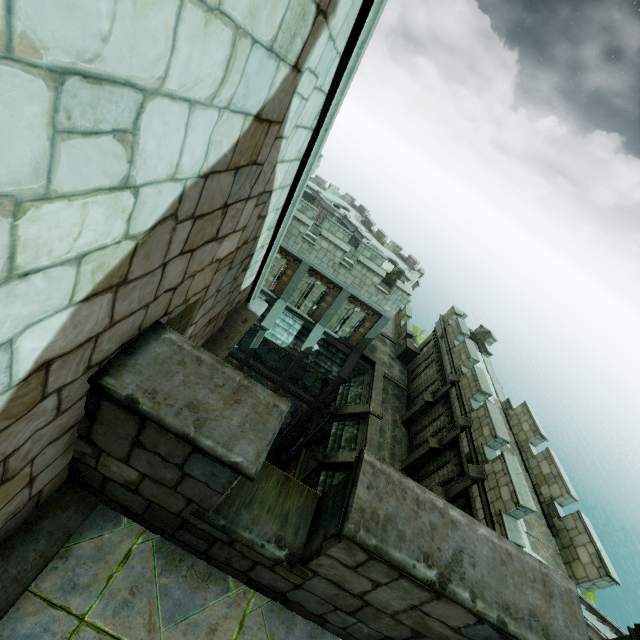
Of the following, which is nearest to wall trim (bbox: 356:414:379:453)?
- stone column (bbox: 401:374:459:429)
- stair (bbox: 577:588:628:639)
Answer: stone column (bbox: 401:374:459:429)

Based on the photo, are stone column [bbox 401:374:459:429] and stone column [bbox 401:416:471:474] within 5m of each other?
yes

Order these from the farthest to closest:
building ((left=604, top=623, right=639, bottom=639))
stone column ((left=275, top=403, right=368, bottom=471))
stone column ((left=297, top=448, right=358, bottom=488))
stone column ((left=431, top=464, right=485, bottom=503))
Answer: stone column ((left=275, top=403, right=368, bottom=471)) < stone column ((left=297, top=448, right=358, bottom=488)) < stone column ((left=431, top=464, right=485, bottom=503)) < building ((left=604, top=623, right=639, bottom=639))

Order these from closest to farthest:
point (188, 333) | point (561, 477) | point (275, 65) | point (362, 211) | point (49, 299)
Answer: point (49, 299) < point (275, 65) < point (188, 333) < point (561, 477) < point (362, 211)

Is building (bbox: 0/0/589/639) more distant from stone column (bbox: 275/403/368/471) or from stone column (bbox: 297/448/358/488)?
stone column (bbox: 297/448/358/488)

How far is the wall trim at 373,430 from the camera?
16.9 meters

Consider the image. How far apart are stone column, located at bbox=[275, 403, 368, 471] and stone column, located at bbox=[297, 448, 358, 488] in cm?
277

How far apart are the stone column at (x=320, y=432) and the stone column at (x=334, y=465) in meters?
2.8 m
